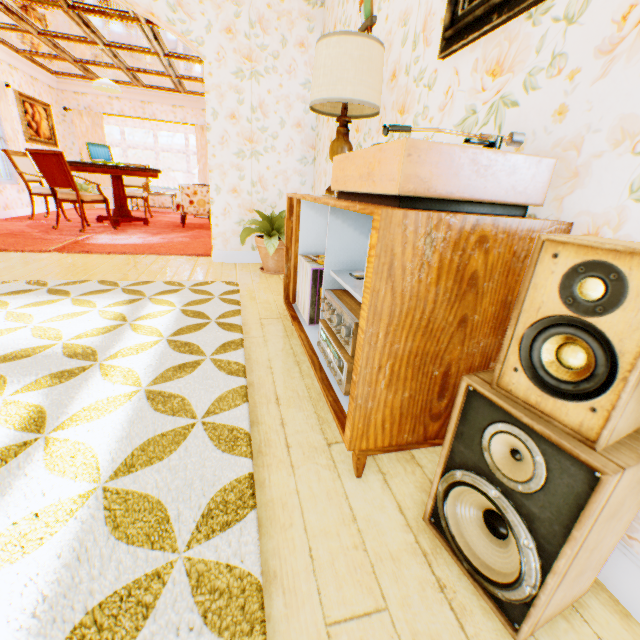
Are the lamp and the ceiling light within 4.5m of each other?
no

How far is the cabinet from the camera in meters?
0.9

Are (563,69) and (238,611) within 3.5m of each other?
yes

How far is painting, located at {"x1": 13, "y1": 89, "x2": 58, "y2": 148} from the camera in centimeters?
698cm

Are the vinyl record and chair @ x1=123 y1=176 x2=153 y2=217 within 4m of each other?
no

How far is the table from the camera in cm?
569

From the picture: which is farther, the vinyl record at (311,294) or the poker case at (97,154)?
the poker case at (97,154)

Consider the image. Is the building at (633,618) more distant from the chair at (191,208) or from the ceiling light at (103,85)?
the ceiling light at (103,85)
